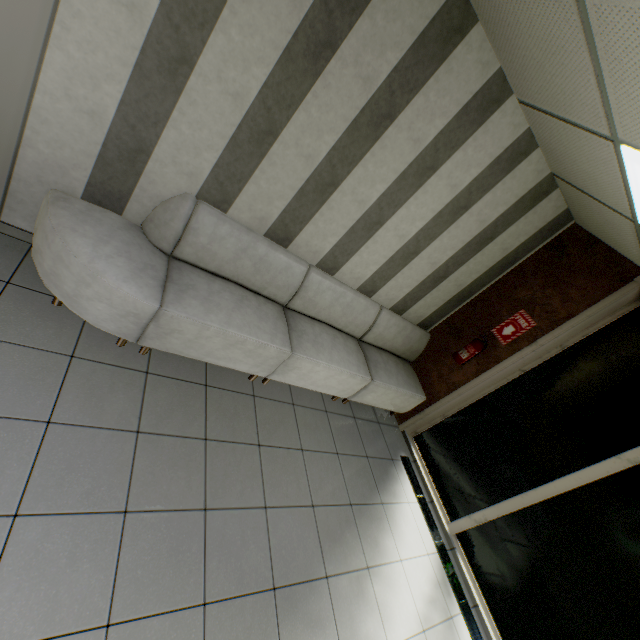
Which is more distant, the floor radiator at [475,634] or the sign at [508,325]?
the sign at [508,325]

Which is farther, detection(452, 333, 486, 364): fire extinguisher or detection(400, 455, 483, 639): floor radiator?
detection(452, 333, 486, 364): fire extinguisher

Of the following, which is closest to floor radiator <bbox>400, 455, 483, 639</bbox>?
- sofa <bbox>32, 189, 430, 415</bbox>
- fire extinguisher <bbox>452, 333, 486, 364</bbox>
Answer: sofa <bbox>32, 189, 430, 415</bbox>

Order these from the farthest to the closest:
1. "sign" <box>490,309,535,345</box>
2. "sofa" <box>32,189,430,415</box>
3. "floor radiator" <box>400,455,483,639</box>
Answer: "sign" <box>490,309,535,345</box> < "floor radiator" <box>400,455,483,639</box> < "sofa" <box>32,189,430,415</box>

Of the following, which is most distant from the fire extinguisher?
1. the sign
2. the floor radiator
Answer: the floor radiator

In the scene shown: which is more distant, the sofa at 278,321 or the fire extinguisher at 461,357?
the fire extinguisher at 461,357

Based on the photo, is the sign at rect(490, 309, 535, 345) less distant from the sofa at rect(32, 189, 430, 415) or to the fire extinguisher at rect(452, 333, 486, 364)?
the fire extinguisher at rect(452, 333, 486, 364)

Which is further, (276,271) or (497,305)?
(497,305)
